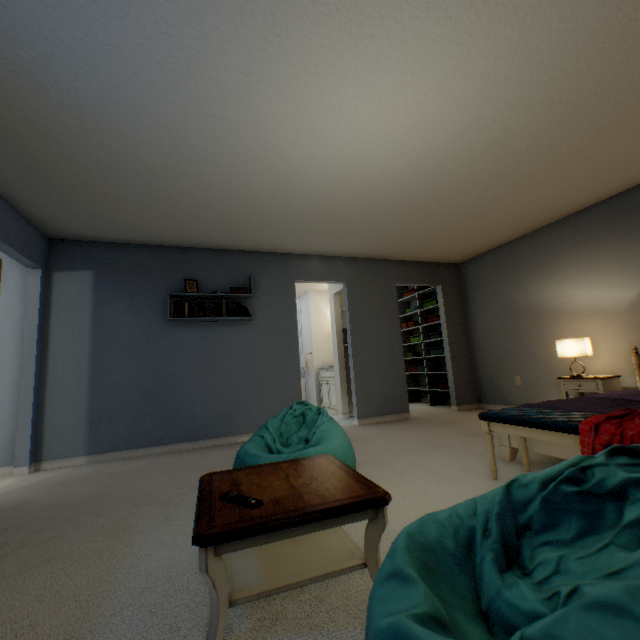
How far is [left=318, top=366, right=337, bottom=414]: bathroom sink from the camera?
5.8m

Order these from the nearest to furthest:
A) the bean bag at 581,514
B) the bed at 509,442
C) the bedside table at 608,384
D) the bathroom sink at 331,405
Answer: the bean bag at 581,514 < the bed at 509,442 < the bedside table at 608,384 < the bathroom sink at 331,405

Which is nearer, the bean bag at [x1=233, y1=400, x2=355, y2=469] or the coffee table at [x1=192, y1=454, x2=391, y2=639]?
the coffee table at [x1=192, y1=454, x2=391, y2=639]

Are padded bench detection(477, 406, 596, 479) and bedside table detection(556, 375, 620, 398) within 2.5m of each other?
yes

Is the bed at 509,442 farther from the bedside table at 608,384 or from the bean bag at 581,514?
the bean bag at 581,514

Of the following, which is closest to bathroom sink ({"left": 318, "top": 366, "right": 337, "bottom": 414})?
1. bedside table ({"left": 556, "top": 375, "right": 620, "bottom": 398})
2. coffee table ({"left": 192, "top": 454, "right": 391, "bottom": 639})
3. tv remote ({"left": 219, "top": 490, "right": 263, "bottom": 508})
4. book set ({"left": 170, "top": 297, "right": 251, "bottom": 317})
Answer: book set ({"left": 170, "top": 297, "right": 251, "bottom": 317})

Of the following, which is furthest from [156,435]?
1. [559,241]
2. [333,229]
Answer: [559,241]

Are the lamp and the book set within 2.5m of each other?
no
